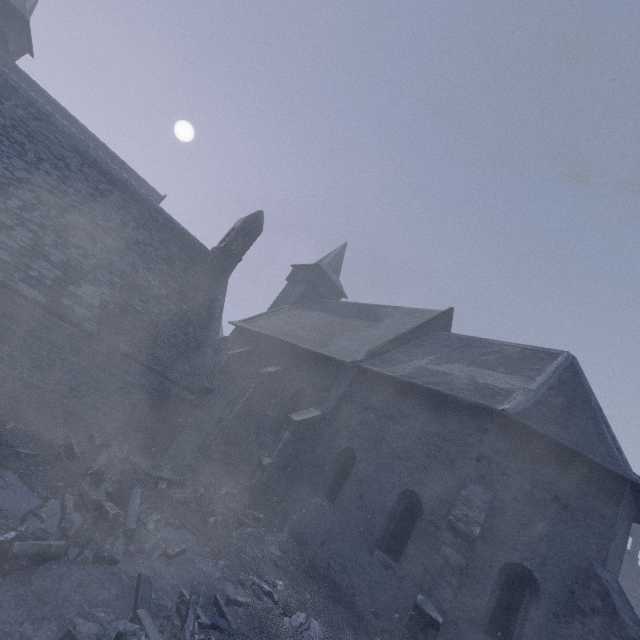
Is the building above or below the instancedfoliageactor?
above

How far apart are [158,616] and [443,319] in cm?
1636

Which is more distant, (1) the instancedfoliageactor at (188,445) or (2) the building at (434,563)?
(2) the building at (434,563)

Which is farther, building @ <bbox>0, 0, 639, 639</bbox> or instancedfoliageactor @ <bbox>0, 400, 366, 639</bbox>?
building @ <bbox>0, 0, 639, 639</bbox>

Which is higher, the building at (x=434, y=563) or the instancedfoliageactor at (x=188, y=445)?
the building at (x=434, y=563)
